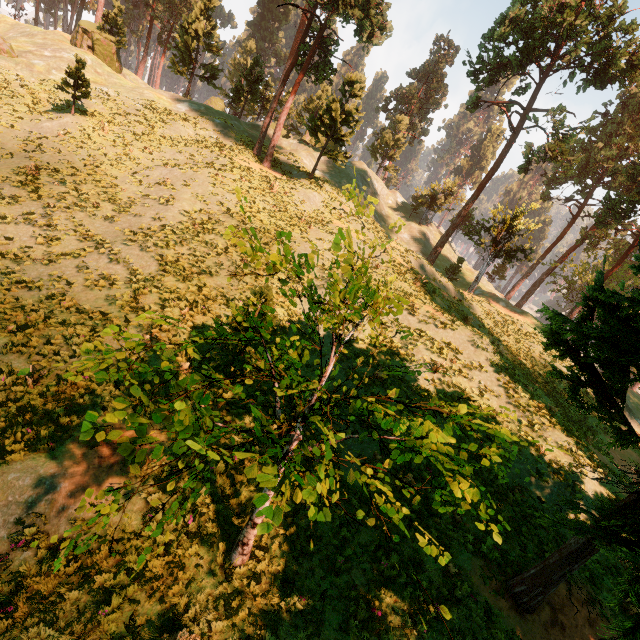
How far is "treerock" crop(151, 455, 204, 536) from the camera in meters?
3.5

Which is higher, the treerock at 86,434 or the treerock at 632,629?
the treerock at 632,629

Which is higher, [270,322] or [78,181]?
[270,322]

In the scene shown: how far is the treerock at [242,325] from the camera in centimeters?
326cm

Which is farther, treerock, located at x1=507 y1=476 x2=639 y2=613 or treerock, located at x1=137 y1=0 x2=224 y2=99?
treerock, located at x1=137 y1=0 x2=224 y2=99

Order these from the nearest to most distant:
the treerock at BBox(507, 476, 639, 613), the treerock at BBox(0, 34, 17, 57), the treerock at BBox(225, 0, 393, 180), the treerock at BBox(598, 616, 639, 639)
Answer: the treerock at BBox(598, 616, 639, 639) → the treerock at BBox(507, 476, 639, 613) → the treerock at BBox(225, 0, 393, 180) → the treerock at BBox(0, 34, 17, 57)
